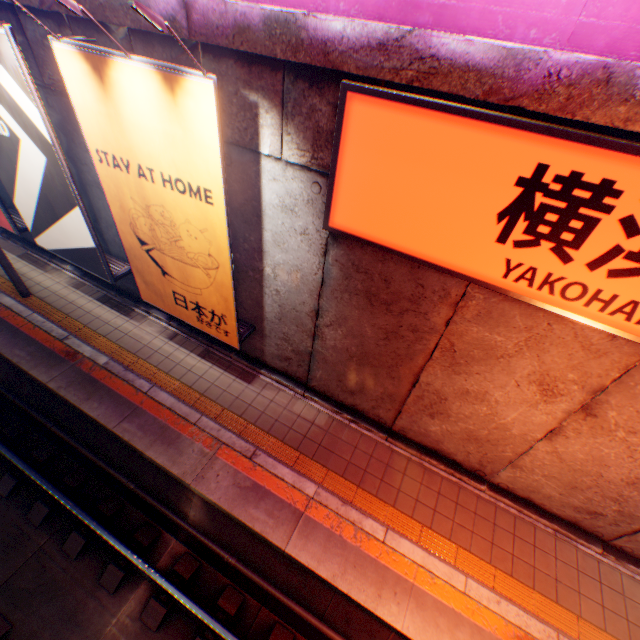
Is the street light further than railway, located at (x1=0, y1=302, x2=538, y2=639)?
No

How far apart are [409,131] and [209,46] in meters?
2.7

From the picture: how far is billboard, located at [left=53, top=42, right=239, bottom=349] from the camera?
3.8m

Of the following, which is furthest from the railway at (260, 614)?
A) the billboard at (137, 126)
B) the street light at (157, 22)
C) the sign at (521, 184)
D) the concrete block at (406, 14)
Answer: the concrete block at (406, 14)

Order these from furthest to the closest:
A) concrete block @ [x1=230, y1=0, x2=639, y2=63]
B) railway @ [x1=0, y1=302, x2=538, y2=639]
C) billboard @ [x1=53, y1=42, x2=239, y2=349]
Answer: railway @ [x1=0, y1=302, x2=538, y2=639], billboard @ [x1=53, y1=42, x2=239, y2=349], concrete block @ [x1=230, y1=0, x2=639, y2=63]

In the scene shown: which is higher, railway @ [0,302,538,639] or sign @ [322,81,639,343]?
sign @ [322,81,639,343]

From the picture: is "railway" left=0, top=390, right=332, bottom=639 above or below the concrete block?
below

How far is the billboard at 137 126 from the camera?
3.8 meters
